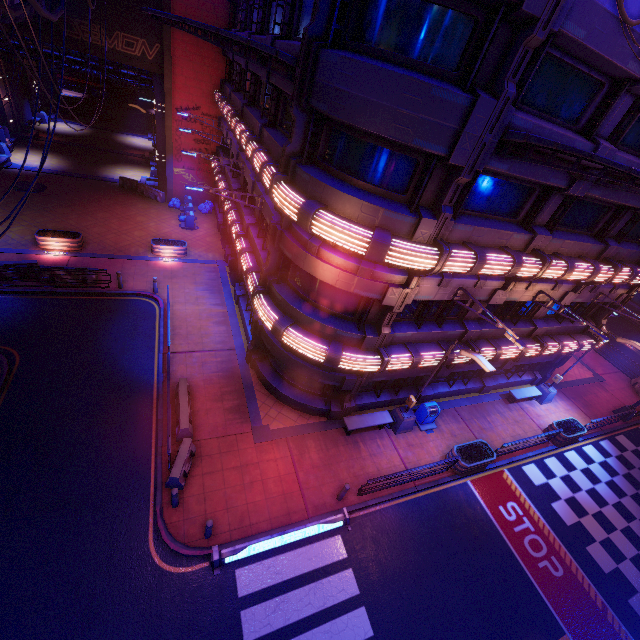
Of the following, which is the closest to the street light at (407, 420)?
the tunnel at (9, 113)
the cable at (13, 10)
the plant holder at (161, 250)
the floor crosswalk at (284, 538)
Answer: the floor crosswalk at (284, 538)

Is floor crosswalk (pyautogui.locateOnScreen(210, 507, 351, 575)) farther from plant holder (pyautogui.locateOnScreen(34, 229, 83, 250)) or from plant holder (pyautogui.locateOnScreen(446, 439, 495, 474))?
plant holder (pyautogui.locateOnScreen(34, 229, 83, 250))

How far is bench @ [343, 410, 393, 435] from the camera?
14.5 meters

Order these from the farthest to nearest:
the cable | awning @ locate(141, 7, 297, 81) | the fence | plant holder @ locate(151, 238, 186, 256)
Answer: the fence → plant holder @ locate(151, 238, 186, 256) → awning @ locate(141, 7, 297, 81) → the cable

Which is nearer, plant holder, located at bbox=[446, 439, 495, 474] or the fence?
plant holder, located at bbox=[446, 439, 495, 474]

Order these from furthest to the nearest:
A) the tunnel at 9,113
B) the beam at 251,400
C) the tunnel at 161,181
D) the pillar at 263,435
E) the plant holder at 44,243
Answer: the tunnel at 9,113, the tunnel at 161,181, the plant holder at 44,243, the beam at 251,400, the pillar at 263,435

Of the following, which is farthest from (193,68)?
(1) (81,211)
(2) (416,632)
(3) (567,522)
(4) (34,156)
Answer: (3) (567,522)

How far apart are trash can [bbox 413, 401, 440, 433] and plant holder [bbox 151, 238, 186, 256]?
18.0 meters
